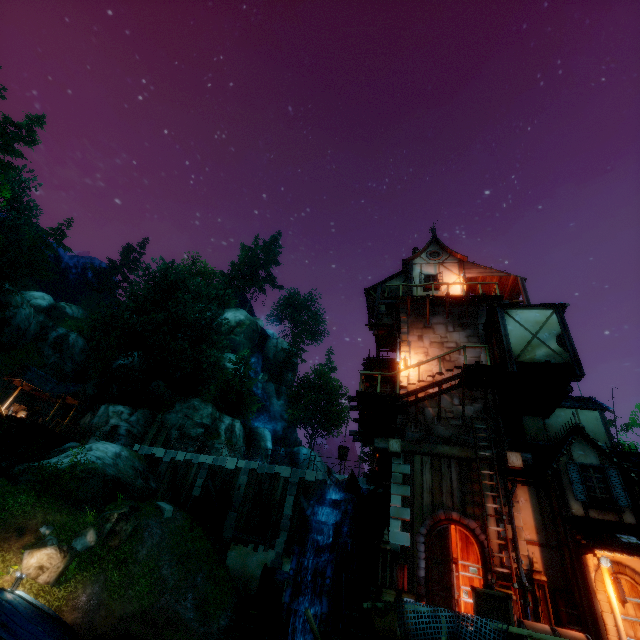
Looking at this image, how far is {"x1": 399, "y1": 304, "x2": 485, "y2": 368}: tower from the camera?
15.3 meters

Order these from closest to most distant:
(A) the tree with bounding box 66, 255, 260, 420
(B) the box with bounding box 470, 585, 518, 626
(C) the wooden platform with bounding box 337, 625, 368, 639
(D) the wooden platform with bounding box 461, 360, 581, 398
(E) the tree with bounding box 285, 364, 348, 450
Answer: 1. (B) the box with bounding box 470, 585, 518, 626
2. (C) the wooden platform with bounding box 337, 625, 368, 639
3. (D) the wooden platform with bounding box 461, 360, 581, 398
4. (A) the tree with bounding box 66, 255, 260, 420
5. (E) the tree with bounding box 285, 364, 348, 450

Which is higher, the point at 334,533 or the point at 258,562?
the point at 334,533

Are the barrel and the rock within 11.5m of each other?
no

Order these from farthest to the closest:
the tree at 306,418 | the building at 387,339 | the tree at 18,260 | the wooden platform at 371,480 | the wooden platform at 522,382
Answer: the tree at 306,418 < the tree at 18,260 < the wooden platform at 371,480 < the building at 387,339 < the wooden platform at 522,382

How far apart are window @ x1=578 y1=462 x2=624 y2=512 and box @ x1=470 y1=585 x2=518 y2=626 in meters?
4.2

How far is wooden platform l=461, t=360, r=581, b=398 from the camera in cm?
1188

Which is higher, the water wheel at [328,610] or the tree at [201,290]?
the tree at [201,290]
